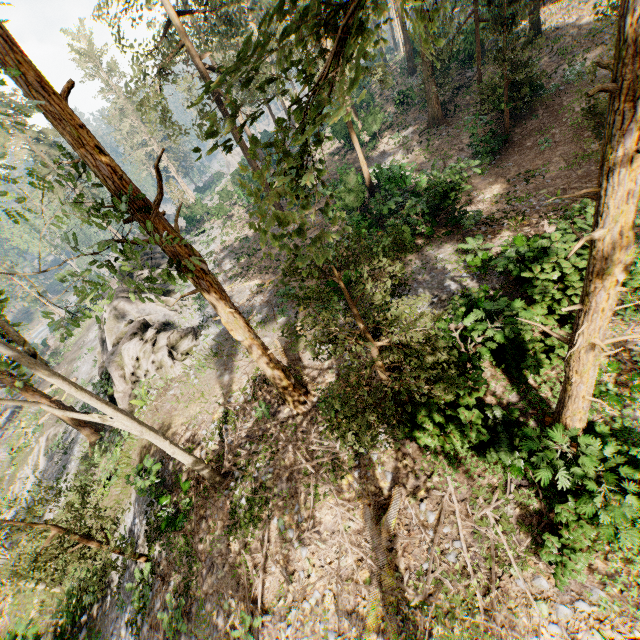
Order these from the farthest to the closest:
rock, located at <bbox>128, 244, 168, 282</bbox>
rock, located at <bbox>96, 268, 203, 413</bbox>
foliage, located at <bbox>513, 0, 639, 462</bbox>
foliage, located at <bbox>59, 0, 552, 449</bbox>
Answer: rock, located at <bbox>128, 244, 168, 282</bbox>, rock, located at <bbox>96, 268, 203, 413</bbox>, foliage, located at <bbox>513, 0, 639, 462</bbox>, foliage, located at <bbox>59, 0, 552, 449</bbox>

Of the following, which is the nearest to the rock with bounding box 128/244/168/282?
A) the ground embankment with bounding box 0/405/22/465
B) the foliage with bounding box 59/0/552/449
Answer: the foliage with bounding box 59/0/552/449

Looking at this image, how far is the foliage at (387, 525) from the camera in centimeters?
866cm

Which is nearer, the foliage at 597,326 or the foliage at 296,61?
the foliage at 296,61

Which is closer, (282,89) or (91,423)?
(91,423)

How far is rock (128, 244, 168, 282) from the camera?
32.4m

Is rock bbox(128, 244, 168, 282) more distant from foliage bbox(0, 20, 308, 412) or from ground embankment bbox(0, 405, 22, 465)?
ground embankment bbox(0, 405, 22, 465)
